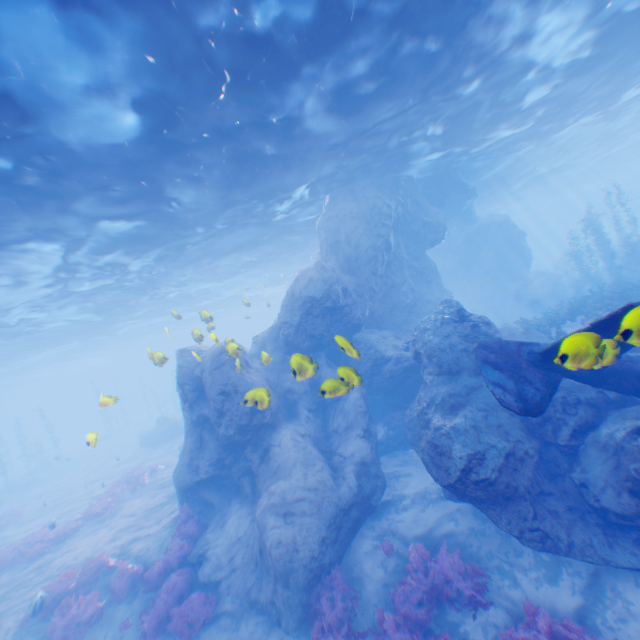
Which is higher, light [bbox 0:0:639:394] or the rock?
light [bbox 0:0:639:394]

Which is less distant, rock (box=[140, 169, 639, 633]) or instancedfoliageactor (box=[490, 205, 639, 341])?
rock (box=[140, 169, 639, 633])

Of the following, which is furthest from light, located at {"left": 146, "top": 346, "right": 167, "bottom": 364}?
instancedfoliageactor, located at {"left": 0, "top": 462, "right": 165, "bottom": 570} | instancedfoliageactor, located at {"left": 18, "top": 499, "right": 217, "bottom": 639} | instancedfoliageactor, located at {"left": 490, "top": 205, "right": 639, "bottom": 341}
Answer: instancedfoliageactor, located at {"left": 0, "top": 462, "right": 165, "bottom": 570}

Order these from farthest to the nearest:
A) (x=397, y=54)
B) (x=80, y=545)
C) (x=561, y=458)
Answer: (x=80, y=545) → (x=397, y=54) → (x=561, y=458)

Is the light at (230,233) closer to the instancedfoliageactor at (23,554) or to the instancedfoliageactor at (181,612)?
the instancedfoliageactor at (181,612)

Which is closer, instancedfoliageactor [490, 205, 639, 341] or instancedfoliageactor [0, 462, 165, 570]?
instancedfoliageactor [0, 462, 165, 570]

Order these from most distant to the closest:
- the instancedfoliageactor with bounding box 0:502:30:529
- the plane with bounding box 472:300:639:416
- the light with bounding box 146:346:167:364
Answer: the instancedfoliageactor with bounding box 0:502:30:529
the light with bounding box 146:346:167:364
the plane with bounding box 472:300:639:416

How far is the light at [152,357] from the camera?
9.3 meters
